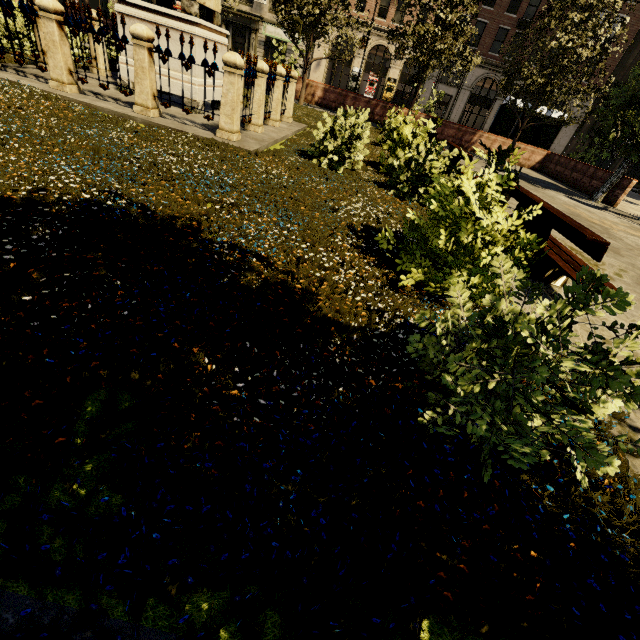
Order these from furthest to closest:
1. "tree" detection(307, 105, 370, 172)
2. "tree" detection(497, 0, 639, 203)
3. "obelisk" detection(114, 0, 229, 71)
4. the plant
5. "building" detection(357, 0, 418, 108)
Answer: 1. "building" detection(357, 0, 418, 108)
2. "tree" detection(497, 0, 639, 203)
3. "obelisk" detection(114, 0, 229, 71)
4. "tree" detection(307, 105, 370, 172)
5. the plant

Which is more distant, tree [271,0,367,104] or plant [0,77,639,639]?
tree [271,0,367,104]

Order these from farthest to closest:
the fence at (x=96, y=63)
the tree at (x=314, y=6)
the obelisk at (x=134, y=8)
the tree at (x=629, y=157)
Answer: the tree at (x=314, y=6) → the tree at (x=629, y=157) → the obelisk at (x=134, y=8) → the fence at (x=96, y=63)

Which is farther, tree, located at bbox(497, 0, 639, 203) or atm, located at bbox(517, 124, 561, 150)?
atm, located at bbox(517, 124, 561, 150)

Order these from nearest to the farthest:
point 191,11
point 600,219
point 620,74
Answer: point 191,11, point 600,219, point 620,74

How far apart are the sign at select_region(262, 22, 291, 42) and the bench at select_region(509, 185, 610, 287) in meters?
39.8

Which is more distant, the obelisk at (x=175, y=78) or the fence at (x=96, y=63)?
the obelisk at (x=175, y=78)

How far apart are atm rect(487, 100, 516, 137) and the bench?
19.7 meters
